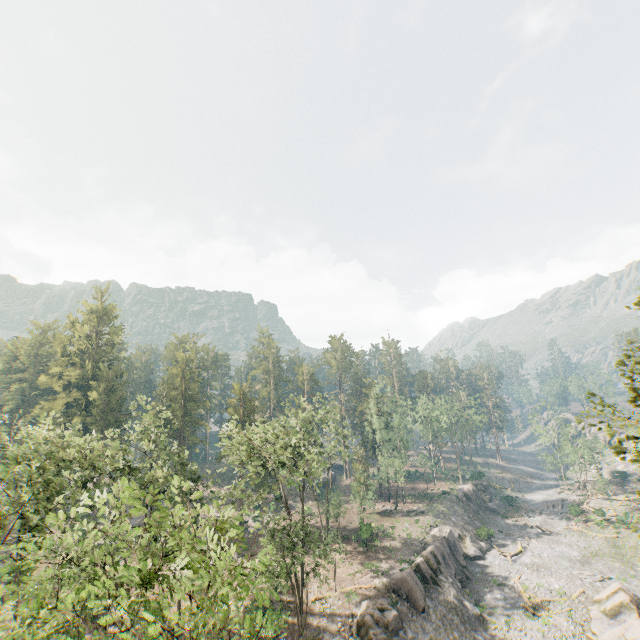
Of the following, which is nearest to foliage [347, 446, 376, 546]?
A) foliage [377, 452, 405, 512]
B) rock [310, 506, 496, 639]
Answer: rock [310, 506, 496, 639]

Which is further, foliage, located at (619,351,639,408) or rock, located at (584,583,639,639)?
rock, located at (584,583,639,639)

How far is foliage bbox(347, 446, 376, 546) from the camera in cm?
4344

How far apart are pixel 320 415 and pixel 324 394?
3.14m

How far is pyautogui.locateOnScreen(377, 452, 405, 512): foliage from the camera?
54.6m

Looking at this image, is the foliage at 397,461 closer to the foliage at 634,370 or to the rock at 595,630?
the rock at 595,630

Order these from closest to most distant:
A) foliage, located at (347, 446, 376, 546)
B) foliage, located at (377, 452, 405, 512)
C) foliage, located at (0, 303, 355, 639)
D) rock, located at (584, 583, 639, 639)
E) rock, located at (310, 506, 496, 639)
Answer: foliage, located at (0, 303, 355, 639)
rock, located at (584, 583, 639, 639)
rock, located at (310, 506, 496, 639)
foliage, located at (347, 446, 376, 546)
foliage, located at (377, 452, 405, 512)
